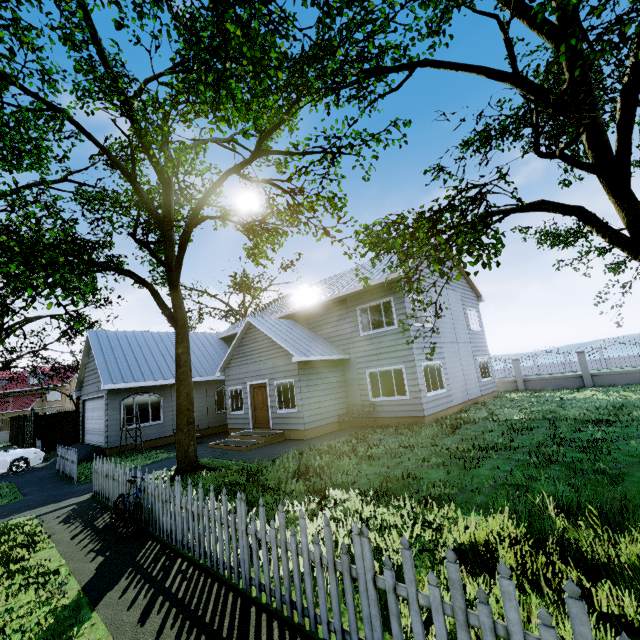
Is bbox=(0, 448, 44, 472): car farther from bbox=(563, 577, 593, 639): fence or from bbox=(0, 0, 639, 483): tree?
bbox=(563, 577, 593, 639): fence

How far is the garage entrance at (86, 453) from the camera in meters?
14.5

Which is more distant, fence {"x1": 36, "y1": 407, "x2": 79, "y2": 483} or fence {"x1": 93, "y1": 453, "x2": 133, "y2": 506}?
fence {"x1": 36, "y1": 407, "x2": 79, "y2": 483}

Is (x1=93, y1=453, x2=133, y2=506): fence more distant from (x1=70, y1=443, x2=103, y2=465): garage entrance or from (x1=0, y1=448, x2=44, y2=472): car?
(x1=0, y1=448, x2=44, y2=472): car

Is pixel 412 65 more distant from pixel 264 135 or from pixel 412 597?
pixel 412 597

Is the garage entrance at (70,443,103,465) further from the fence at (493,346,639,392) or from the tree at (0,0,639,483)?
the fence at (493,346,639,392)

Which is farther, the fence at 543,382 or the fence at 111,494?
the fence at 543,382
